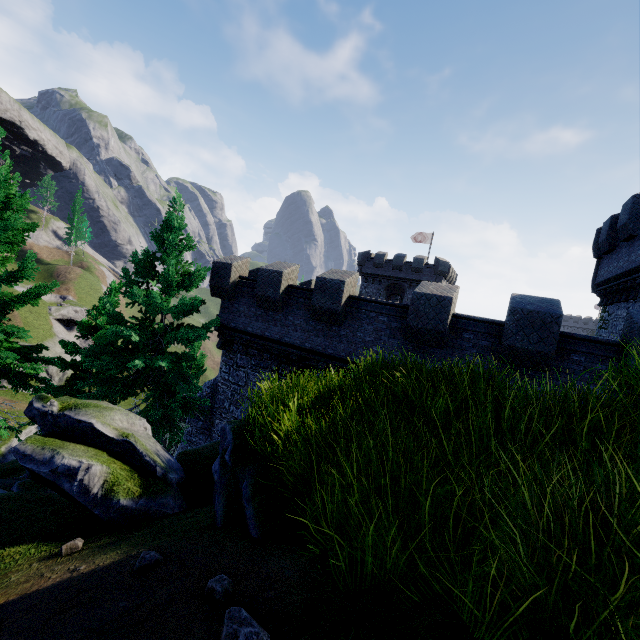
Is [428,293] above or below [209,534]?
above

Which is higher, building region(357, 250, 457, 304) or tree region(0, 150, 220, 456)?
building region(357, 250, 457, 304)

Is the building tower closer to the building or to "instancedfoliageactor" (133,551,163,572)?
"instancedfoliageactor" (133,551,163,572)

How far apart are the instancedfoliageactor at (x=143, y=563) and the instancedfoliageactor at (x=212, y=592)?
1.0 meters

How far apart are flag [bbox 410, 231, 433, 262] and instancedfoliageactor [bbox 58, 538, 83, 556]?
42.6m

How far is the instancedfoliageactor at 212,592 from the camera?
2.26m

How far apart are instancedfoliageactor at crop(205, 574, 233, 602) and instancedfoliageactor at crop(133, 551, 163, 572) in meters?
1.0 m

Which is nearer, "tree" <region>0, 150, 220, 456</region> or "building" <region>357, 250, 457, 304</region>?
"tree" <region>0, 150, 220, 456</region>
